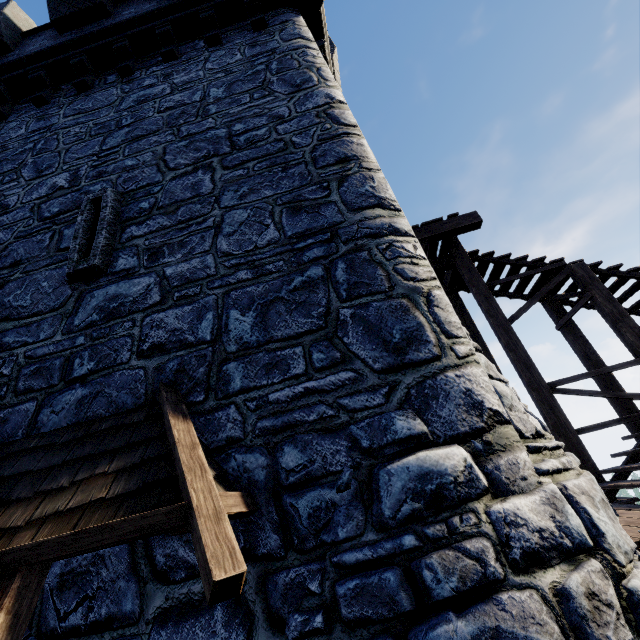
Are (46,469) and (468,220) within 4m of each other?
no

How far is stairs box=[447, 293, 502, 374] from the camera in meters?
8.6

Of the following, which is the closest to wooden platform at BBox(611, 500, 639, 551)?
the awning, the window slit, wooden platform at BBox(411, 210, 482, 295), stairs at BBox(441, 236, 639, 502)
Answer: stairs at BBox(441, 236, 639, 502)

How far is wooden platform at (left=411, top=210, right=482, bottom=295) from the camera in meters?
7.2

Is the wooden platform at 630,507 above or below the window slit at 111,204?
below

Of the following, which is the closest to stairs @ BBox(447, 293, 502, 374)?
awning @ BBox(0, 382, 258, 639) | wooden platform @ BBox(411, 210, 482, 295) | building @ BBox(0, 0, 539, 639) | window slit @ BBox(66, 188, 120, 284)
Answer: wooden platform @ BBox(411, 210, 482, 295)

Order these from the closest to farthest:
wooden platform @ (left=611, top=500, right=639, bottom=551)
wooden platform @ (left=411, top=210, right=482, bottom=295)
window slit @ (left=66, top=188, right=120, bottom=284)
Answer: wooden platform @ (left=611, top=500, right=639, bottom=551) → window slit @ (left=66, top=188, right=120, bottom=284) → wooden platform @ (left=411, top=210, right=482, bottom=295)

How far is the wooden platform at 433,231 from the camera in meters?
7.2 m
